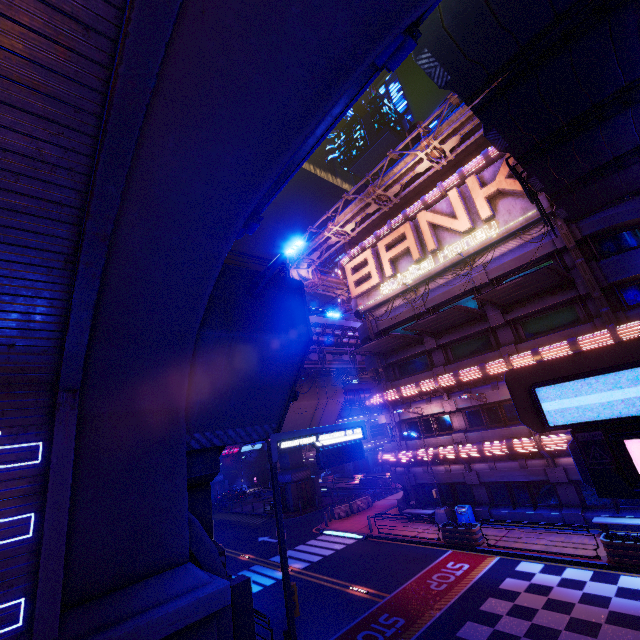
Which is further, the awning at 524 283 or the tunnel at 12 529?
the awning at 524 283

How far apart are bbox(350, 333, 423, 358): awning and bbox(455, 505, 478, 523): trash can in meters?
10.9

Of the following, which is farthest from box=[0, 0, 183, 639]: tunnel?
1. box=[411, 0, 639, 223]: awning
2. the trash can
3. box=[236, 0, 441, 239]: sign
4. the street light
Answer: the trash can

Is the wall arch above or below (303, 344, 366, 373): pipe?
below

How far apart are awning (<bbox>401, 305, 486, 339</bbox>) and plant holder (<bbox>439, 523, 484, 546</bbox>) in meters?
11.5 m

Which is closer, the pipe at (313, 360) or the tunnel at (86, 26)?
the tunnel at (86, 26)

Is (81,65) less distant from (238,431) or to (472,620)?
(238,431)

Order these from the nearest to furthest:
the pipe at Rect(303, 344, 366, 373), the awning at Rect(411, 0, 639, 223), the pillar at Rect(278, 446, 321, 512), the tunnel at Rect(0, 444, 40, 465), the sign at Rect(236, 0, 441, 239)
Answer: the sign at Rect(236, 0, 441, 239) → the tunnel at Rect(0, 444, 40, 465) → the awning at Rect(411, 0, 639, 223) → the pillar at Rect(278, 446, 321, 512) → the pipe at Rect(303, 344, 366, 373)
